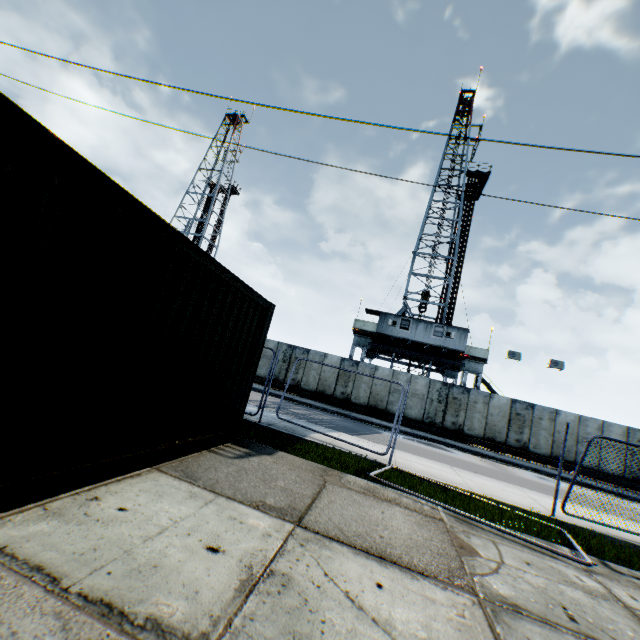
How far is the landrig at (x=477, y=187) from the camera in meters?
32.3

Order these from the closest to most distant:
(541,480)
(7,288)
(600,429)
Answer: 1. (7,288)
2. (541,480)
3. (600,429)

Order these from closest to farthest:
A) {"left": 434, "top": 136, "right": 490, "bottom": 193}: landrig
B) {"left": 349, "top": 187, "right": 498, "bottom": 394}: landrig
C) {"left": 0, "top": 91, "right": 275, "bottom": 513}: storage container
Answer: {"left": 0, "top": 91, "right": 275, "bottom": 513}: storage container < {"left": 349, "top": 187, "right": 498, "bottom": 394}: landrig < {"left": 434, "top": 136, "right": 490, "bottom": 193}: landrig

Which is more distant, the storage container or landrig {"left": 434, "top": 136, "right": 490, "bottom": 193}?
landrig {"left": 434, "top": 136, "right": 490, "bottom": 193}

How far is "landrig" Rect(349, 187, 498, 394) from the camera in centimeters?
2531cm
